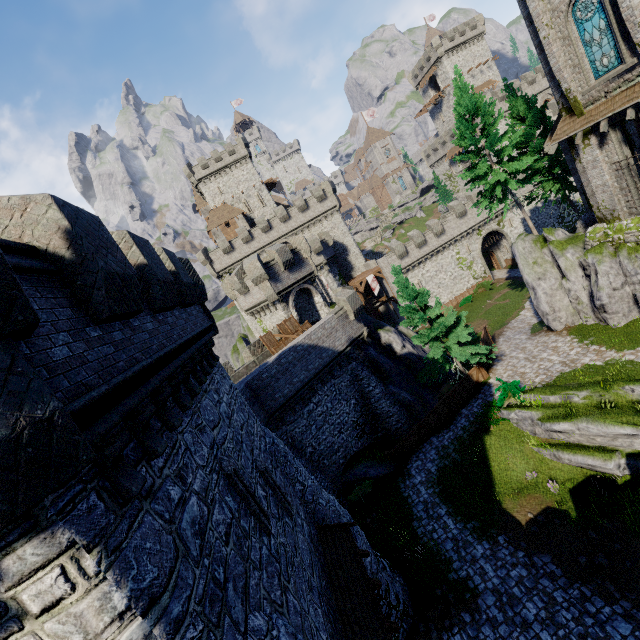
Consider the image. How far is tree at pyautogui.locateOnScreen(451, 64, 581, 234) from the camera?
22.2 meters

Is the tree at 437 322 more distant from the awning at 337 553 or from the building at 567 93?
the awning at 337 553

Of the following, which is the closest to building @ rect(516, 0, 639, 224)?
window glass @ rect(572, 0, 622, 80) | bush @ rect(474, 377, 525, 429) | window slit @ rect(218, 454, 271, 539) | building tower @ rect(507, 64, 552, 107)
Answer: window glass @ rect(572, 0, 622, 80)

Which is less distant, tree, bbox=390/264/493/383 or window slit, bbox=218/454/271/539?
window slit, bbox=218/454/271/539

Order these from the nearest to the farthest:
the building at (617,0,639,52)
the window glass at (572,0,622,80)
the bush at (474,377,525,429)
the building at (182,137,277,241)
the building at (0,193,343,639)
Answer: the building at (0,193,343,639), the building at (617,0,639,52), the window glass at (572,0,622,80), the bush at (474,377,525,429), the building at (182,137,277,241)

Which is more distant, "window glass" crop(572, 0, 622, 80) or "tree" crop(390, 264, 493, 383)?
"tree" crop(390, 264, 493, 383)

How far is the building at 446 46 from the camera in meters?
59.0

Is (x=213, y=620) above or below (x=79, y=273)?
below
